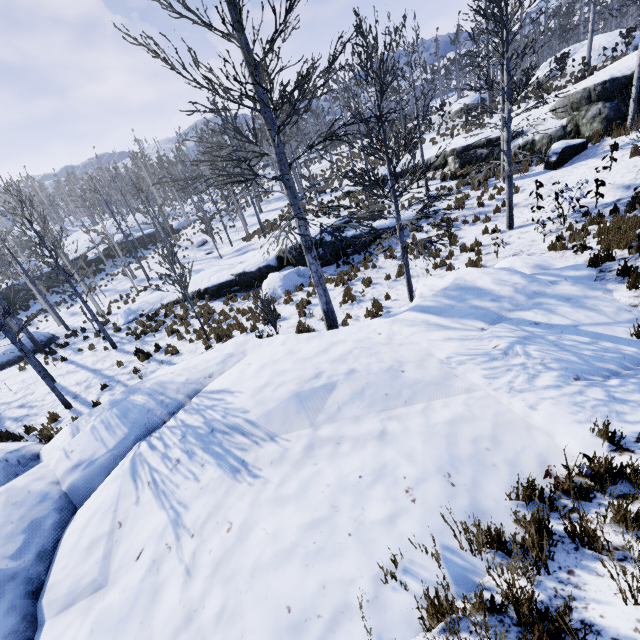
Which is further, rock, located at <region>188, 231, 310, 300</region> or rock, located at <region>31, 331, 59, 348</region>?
rock, located at <region>31, 331, 59, 348</region>

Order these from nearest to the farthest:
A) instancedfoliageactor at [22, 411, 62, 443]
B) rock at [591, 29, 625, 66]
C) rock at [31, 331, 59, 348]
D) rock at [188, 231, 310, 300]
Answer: instancedfoliageactor at [22, 411, 62, 443]
rock at [188, 231, 310, 300]
rock at [31, 331, 59, 348]
rock at [591, 29, 625, 66]

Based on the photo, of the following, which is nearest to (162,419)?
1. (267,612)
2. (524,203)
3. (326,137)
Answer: (267,612)

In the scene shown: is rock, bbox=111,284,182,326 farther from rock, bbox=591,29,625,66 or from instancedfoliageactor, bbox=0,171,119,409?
rock, bbox=591,29,625,66

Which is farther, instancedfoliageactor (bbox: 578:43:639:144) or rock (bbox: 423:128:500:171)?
rock (bbox: 423:128:500:171)

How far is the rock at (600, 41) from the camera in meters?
27.3 m

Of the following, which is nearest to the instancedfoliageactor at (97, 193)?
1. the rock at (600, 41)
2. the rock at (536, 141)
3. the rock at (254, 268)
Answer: the rock at (536, 141)

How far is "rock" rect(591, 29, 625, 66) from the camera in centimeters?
2733cm
